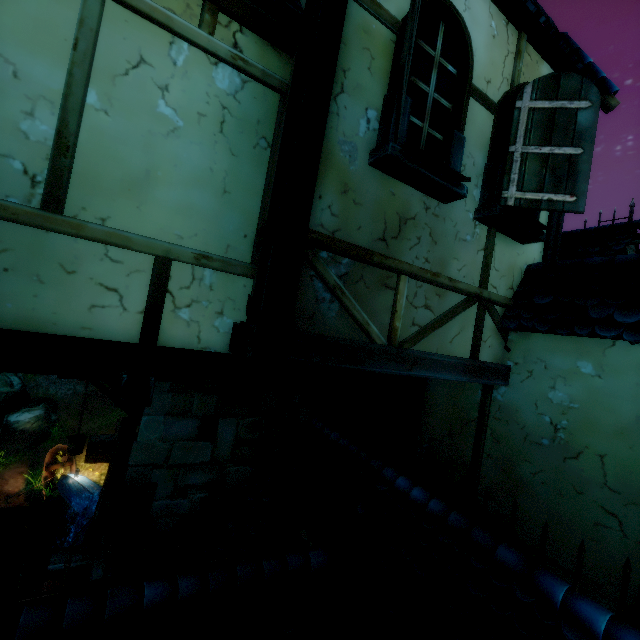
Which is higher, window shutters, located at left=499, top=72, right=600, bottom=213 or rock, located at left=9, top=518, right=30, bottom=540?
window shutters, located at left=499, top=72, right=600, bottom=213

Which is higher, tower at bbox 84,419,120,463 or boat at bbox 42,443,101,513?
tower at bbox 84,419,120,463

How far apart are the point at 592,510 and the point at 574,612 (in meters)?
0.86

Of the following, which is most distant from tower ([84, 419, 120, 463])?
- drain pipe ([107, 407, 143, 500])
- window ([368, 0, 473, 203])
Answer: window ([368, 0, 473, 203])

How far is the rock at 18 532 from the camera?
15.0 meters

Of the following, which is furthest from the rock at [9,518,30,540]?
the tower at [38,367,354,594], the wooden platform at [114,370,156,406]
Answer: the wooden platform at [114,370,156,406]

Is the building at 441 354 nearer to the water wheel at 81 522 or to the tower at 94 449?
the tower at 94 449

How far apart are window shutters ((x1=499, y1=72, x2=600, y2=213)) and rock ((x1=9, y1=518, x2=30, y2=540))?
22.6m
